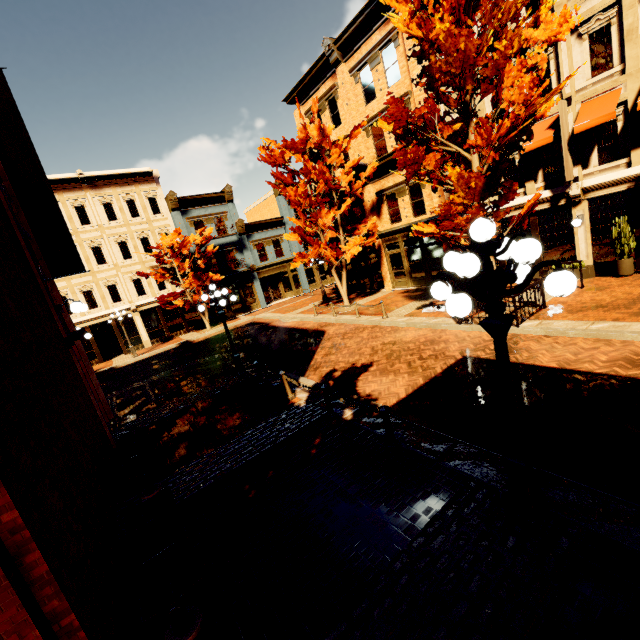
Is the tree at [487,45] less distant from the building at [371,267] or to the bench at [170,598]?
the building at [371,267]

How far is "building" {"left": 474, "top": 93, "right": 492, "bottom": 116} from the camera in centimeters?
1421cm

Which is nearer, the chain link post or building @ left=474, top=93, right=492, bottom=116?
the chain link post

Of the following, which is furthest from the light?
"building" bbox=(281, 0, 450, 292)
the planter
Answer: the planter

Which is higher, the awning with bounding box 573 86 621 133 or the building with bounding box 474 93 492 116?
the building with bounding box 474 93 492 116

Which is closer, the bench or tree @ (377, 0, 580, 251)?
the bench

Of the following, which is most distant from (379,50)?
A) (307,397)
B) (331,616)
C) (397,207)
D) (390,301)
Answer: (331,616)

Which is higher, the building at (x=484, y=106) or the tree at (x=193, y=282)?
the building at (x=484, y=106)
